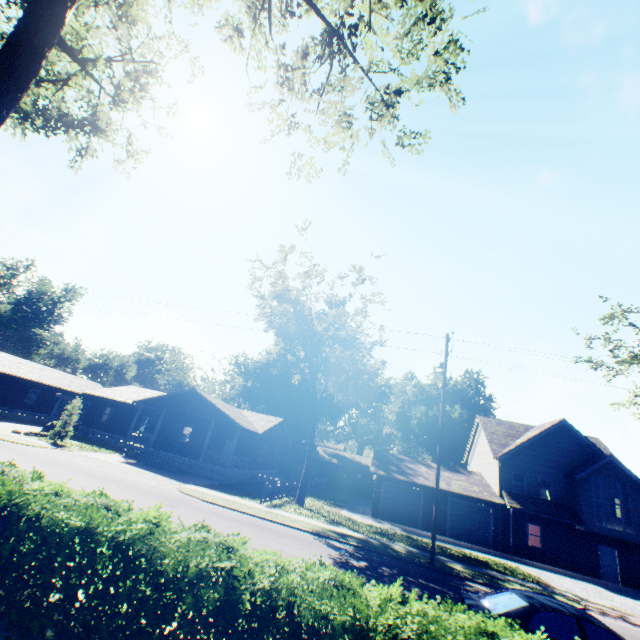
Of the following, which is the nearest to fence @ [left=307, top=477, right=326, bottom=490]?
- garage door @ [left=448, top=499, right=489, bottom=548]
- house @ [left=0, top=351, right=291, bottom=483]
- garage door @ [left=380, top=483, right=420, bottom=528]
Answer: house @ [left=0, top=351, right=291, bottom=483]

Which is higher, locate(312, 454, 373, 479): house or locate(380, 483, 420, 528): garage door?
locate(312, 454, 373, 479): house

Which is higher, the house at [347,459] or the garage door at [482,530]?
the house at [347,459]

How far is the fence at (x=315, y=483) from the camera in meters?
35.2 m

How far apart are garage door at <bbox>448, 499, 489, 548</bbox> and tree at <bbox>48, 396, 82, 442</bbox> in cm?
3192

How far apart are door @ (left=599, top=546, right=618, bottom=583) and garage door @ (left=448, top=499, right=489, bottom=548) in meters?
7.5 m

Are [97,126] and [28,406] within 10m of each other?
no

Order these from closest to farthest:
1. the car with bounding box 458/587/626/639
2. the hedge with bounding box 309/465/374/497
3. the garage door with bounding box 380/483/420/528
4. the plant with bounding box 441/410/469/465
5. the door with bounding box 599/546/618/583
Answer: the car with bounding box 458/587/626/639 → the door with bounding box 599/546/618/583 → the garage door with bounding box 380/483/420/528 → the hedge with bounding box 309/465/374/497 → the plant with bounding box 441/410/469/465
